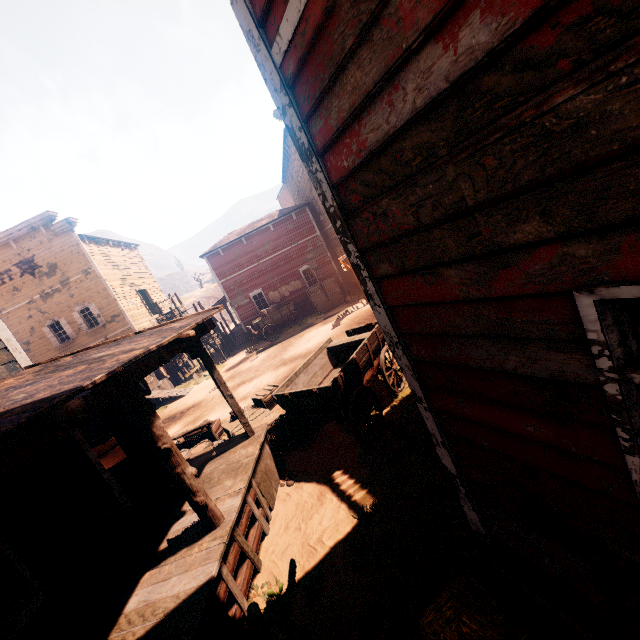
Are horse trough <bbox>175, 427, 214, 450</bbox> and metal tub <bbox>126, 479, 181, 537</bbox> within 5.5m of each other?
yes

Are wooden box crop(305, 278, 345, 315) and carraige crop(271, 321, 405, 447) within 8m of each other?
no

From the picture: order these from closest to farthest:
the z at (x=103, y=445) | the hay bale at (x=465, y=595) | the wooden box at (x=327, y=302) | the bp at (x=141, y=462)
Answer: the hay bale at (x=465, y=595) < the bp at (x=141, y=462) < the z at (x=103, y=445) < the wooden box at (x=327, y=302)

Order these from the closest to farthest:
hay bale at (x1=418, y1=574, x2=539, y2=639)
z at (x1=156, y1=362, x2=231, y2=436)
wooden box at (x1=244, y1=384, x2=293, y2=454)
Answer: hay bale at (x1=418, y1=574, x2=539, y2=639)
wooden box at (x1=244, y1=384, x2=293, y2=454)
z at (x1=156, y1=362, x2=231, y2=436)

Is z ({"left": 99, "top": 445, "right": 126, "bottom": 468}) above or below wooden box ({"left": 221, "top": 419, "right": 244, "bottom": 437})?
below

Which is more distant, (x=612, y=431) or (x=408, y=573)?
(x=408, y=573)

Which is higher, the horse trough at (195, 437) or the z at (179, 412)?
the horse trough at (195, 437)

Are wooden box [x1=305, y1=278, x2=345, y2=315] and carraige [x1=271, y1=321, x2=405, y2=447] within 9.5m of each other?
no
